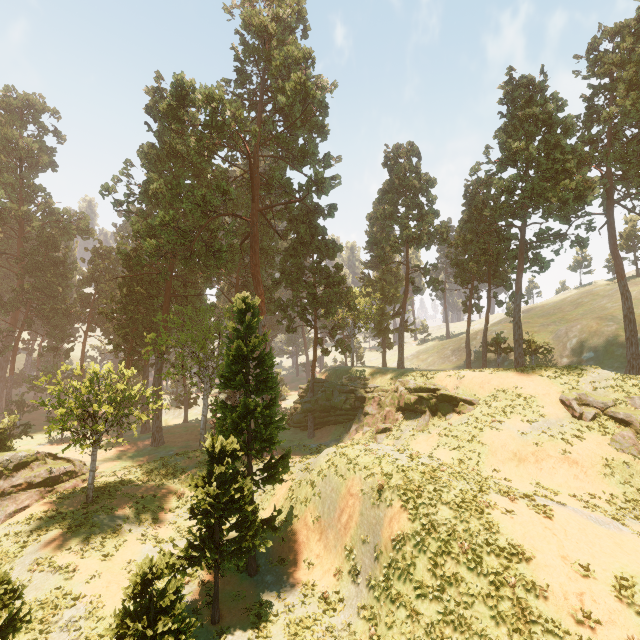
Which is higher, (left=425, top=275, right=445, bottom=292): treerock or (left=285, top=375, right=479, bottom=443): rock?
(left=425, top=275, right=445, bottom=292): treerock

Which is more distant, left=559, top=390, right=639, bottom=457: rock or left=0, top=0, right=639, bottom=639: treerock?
left=559, top=390, right=639, bottom=457: rock

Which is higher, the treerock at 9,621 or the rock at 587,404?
the rock at 587,404

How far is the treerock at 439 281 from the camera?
42.7 meters

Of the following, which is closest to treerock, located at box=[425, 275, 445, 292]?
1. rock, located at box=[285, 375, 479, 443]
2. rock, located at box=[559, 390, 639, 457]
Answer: rock, located at box=[285, 375, 479, 443]

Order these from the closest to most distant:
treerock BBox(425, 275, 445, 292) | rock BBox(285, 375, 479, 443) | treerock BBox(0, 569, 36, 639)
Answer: treerock BBox(0, 569, 36, 639) < rock BBox(285, 375, 479, 443) < treerock BBox(425, 275, 445, 292)

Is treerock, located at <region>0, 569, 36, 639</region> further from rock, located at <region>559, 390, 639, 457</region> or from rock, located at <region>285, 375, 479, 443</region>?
rock, located at <region>559, 390, 639, 457</region>

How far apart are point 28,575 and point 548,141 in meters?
49.3
